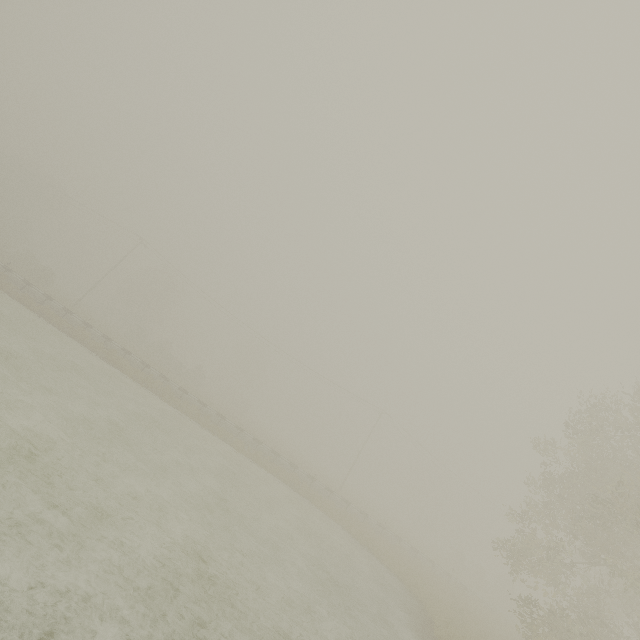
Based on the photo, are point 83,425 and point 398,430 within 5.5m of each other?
no
